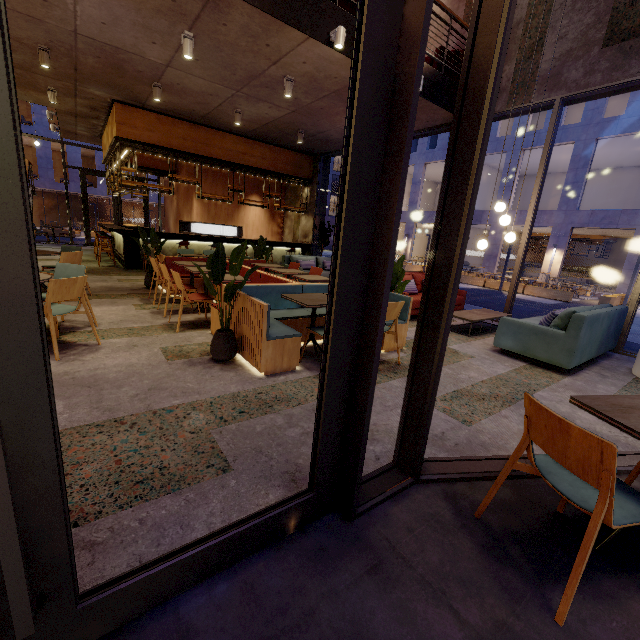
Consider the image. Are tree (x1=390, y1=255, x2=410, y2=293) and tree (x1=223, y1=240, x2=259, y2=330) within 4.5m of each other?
yes

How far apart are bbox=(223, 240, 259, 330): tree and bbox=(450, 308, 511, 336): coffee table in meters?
4.1

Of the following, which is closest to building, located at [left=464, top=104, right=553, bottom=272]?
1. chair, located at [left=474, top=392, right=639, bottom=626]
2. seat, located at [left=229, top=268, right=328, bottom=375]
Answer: seat, located at [left=229, top=268, right=328, bottom=375]

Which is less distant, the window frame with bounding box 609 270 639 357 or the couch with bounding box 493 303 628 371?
the couch with bounding box 493 303 628 371

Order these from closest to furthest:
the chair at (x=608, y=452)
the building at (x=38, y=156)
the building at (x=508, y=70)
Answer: the chair at (x=608, y=452) < the building at (x=508, y=70) < the building at (x=38, y=156)

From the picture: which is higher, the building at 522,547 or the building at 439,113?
the building at 439,113

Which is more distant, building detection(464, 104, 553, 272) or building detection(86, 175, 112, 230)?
building detection(86, 175, 112, 230)

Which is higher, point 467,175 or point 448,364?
point 467,175
